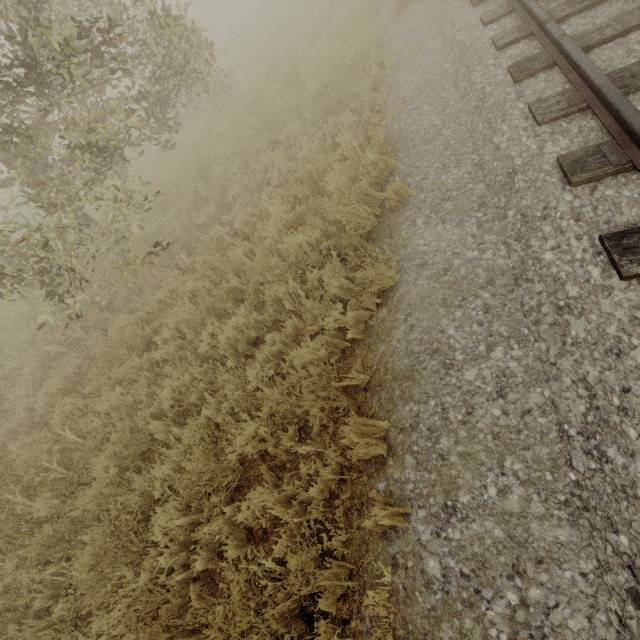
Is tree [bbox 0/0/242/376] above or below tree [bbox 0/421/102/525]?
above

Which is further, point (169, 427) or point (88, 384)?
point (88, 384)

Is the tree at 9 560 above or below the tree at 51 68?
below
